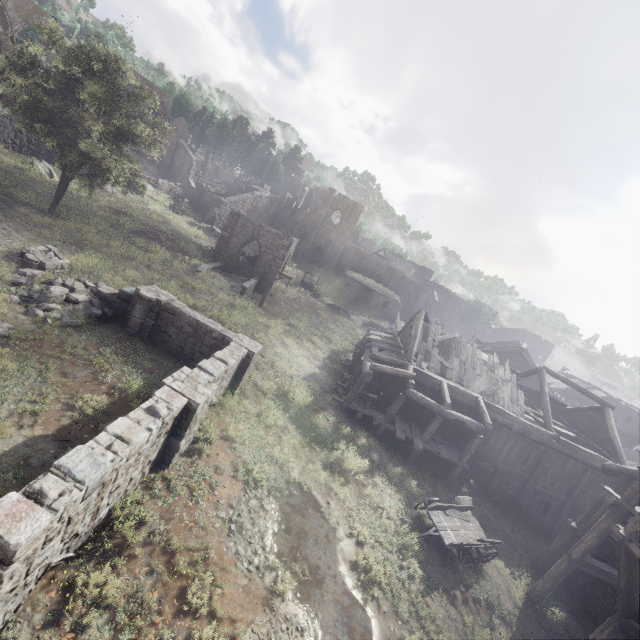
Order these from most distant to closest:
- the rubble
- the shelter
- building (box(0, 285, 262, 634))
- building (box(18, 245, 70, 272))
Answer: the shelter < building (box(18, 245, 70, 272)) < the rubble < building (box(0, 285, 262, 634))

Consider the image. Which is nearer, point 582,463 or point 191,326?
point 191,326

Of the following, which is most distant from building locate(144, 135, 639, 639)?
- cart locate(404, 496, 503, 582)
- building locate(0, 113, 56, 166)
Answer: building locate(0, 113, 56, 166)

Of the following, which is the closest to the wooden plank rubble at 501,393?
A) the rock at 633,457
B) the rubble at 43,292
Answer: the rubble at 43,292

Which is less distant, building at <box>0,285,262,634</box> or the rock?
building at <box>0,285,262,634</box>

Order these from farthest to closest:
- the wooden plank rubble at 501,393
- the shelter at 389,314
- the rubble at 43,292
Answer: the shelter at 389,314, the wooden plank rubble at 501,393, the rubble at 43,292

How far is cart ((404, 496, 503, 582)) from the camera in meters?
12.4 m

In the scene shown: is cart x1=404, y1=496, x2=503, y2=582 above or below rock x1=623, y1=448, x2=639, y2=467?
below
